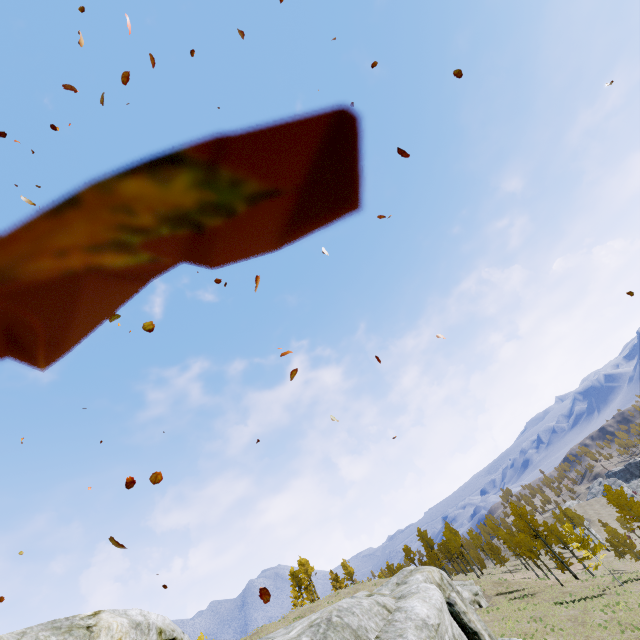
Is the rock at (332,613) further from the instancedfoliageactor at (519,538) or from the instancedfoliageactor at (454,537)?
the instancedfoliageactor at (454,537)

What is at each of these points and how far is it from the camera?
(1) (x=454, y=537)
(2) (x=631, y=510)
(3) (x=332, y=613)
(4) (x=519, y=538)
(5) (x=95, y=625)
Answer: (1) instancedfoliageactor, 57.4 meters
(2) instancedfoliageactor, 39.1 meters
(3) rock, 6.5 meters
(4) instancedfoliageactor, 43.9 meters
(5) rock, 2.4 meters

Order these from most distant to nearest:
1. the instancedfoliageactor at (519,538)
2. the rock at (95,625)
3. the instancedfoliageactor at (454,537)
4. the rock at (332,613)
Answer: the instancedfoliageactor at (454,537), the instancedfoliageactor at (519,538), the rock at (332,613), the rock at (95,625)

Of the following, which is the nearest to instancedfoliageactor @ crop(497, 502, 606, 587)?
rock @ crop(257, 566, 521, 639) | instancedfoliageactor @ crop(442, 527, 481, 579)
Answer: rock @ crop(257, 566, 521, 639)

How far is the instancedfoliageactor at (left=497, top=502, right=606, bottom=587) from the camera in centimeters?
3609cm

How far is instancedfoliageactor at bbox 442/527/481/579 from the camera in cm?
5438

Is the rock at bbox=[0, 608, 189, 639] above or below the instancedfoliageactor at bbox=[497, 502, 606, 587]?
above

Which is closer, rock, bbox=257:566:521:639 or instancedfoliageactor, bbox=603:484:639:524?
rock, bbox=257:566:521:639
